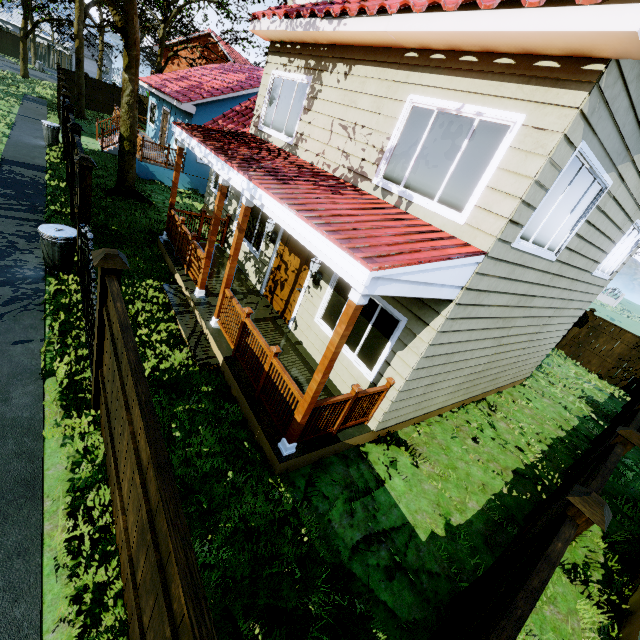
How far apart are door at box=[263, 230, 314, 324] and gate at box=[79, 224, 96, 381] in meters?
3.9 m

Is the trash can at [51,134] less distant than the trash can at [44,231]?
No

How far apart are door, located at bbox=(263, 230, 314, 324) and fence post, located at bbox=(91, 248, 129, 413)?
3.9 meters

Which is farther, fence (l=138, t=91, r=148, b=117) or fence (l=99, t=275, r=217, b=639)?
fence (l=138, t=91, r=148, b=117)

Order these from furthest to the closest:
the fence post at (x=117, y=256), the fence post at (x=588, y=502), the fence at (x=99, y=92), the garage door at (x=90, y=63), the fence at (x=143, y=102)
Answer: the garage door at (x=90, y=63), the fence at (x=143, y=102), the fence at (x=99, y=92), the fence post at (x=117, y=256), the fence post at (x=588, y=502)

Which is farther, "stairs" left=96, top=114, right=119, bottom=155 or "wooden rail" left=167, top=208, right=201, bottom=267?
"stairs" left=96, top=114, right=119, bottom=155

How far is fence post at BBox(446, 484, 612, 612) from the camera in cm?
294

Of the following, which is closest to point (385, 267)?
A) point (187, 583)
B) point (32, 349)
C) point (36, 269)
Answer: point (187, 583)
